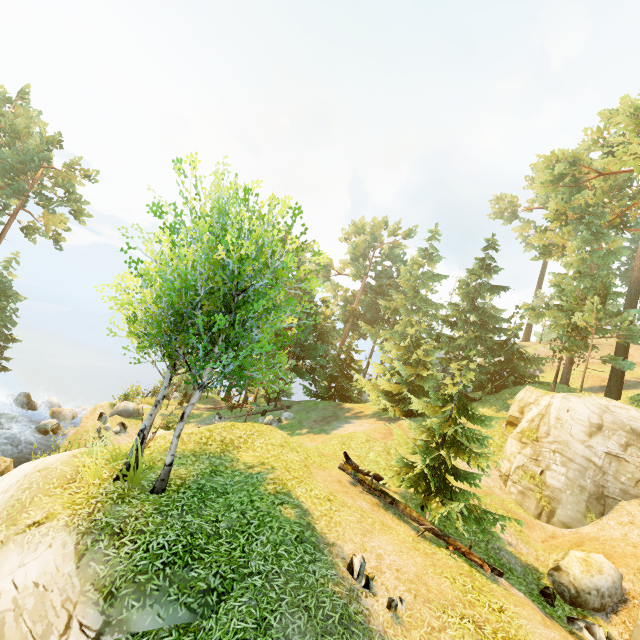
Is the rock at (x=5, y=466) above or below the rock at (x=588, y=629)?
below

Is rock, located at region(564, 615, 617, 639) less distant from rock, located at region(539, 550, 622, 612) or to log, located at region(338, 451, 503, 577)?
rock, located at region(539, 550, 622, 612)

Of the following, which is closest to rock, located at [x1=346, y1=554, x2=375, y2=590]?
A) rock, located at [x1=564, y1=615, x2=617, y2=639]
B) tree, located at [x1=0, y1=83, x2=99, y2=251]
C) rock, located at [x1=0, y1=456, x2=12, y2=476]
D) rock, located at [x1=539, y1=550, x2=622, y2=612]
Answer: tree, located at [x1=0, y1=83, x2=99, y2=251]

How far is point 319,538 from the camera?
7.93m

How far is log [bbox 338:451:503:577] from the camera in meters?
9.3 m

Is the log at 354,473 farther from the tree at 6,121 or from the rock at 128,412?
the rock at 128,412

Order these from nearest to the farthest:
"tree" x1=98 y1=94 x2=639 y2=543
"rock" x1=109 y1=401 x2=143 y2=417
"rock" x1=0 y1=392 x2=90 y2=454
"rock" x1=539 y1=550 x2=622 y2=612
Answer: "tree" x1=98 y1=94 x2=639 y2=543, "rock" x1=539 y1=550 x2=622 y2=612, "rock" x1=0 y1=392 x2=90 y2=454, "rock" x1=109 y1=401 x2=143 y2=417

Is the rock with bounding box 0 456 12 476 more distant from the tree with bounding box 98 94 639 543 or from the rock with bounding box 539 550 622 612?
the rock with bounding box 539 550 622 612
